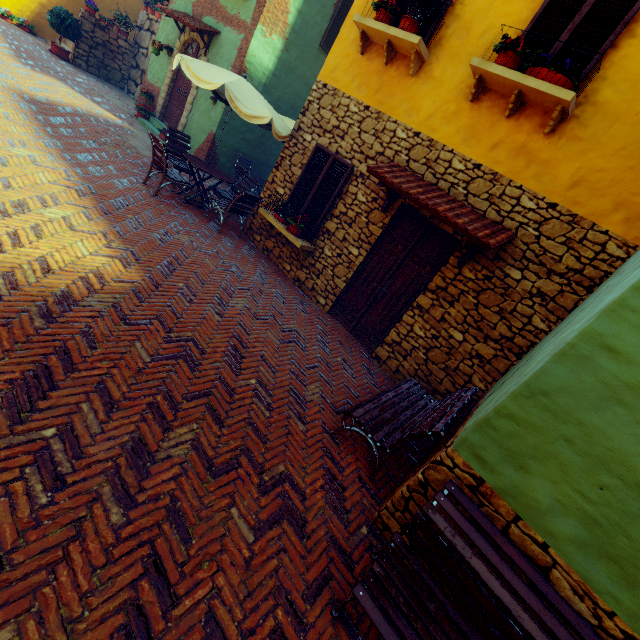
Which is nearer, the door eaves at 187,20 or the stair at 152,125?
the door eaves at 187,20

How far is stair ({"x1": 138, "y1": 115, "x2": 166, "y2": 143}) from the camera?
10.8m

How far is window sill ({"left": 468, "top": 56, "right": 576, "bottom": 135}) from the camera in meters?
4.1

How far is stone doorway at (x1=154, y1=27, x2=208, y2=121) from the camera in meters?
10.2

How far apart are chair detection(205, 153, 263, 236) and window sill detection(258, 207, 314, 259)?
1.3m

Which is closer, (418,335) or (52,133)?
(418,335)

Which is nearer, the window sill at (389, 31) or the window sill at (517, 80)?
the window sill at (517, 80)

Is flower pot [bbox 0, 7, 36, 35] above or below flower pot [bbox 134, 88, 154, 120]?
below
